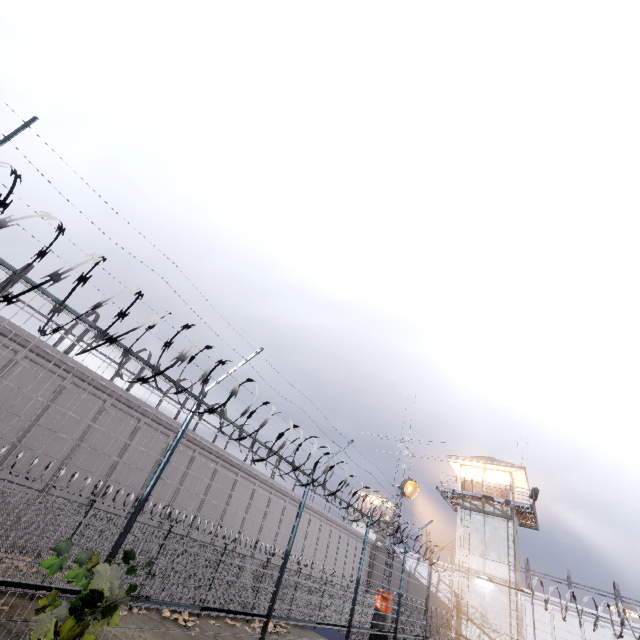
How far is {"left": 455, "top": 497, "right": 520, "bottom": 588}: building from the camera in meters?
23.6

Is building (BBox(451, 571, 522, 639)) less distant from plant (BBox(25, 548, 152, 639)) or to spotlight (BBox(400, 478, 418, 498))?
spotlight (BBox(400, 478, 418, 498))

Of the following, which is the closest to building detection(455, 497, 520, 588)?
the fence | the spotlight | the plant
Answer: the fence

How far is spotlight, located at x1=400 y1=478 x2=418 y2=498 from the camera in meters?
18.7

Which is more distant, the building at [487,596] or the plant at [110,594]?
the building at [487,596]

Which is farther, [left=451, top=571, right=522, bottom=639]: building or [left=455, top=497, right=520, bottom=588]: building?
[left=455, top=497, right=520, bottom=588]: building

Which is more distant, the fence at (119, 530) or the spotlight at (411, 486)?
the spotlight at (411, 486)

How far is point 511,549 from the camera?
24.03m
